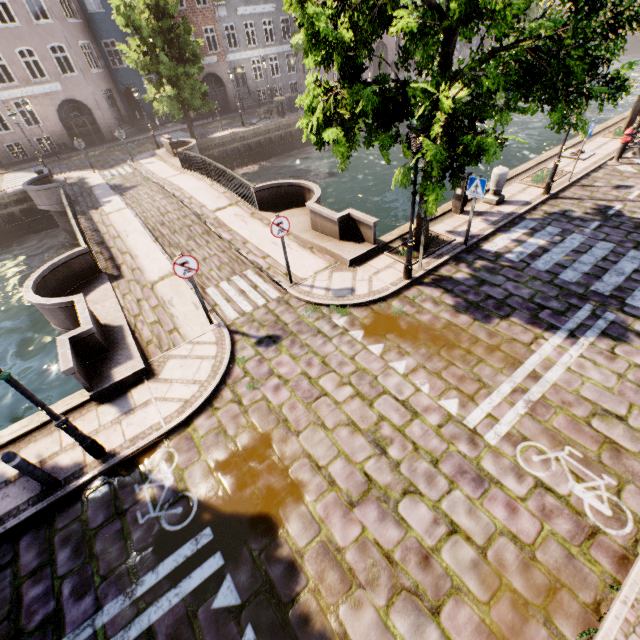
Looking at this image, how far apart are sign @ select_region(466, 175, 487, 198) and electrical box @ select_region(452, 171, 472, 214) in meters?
1.9

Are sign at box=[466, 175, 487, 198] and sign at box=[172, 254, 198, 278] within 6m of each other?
no

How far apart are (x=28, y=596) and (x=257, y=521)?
3.14m

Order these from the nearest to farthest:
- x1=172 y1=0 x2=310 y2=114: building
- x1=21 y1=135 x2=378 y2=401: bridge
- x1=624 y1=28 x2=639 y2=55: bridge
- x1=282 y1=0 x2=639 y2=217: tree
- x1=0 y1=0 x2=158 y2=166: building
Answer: x1=282 y1=0 x2=639 y2=217: tree → x1=21 y1=135 x2=378 y2=401: bridge → x1=0 y1=0 x2=158 y2=166: building → x1=172 y1=0 x2=310 y2=114: building → x1=624 y1=28 x2=639 y2=55: bridge

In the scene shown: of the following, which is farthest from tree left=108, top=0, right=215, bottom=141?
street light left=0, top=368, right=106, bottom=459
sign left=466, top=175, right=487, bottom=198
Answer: street light left=0, top=368, right=106, bottom=459

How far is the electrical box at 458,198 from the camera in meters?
10.0 m

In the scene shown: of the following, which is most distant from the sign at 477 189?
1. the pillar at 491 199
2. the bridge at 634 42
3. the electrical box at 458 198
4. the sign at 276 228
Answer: the bridge at 634 42

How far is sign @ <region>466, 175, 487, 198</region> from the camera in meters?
8.0
